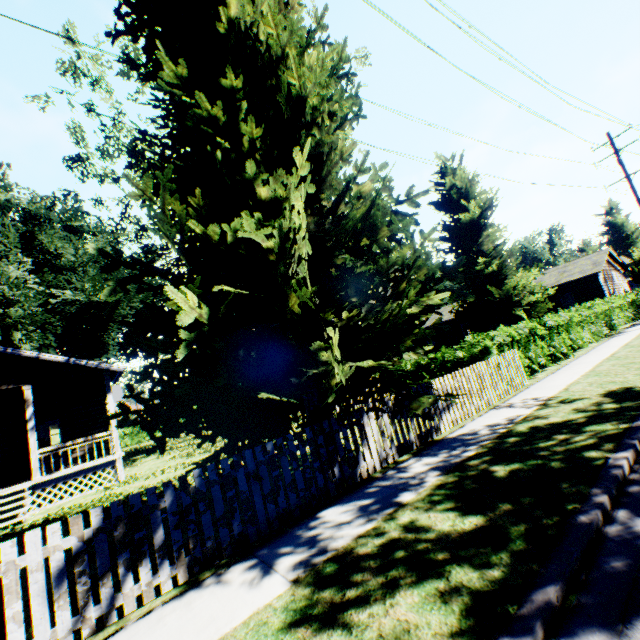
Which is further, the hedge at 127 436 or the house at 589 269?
the hedge at 127 436

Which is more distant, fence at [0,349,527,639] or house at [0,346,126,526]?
house at [0,346,126,526]

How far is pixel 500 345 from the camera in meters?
11.4

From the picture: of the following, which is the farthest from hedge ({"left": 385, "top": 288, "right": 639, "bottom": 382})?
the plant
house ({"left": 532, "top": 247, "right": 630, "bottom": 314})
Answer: the plant

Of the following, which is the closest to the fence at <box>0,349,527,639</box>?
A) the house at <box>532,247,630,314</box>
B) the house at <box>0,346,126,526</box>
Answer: the house at <box>0,346,126,526</box>

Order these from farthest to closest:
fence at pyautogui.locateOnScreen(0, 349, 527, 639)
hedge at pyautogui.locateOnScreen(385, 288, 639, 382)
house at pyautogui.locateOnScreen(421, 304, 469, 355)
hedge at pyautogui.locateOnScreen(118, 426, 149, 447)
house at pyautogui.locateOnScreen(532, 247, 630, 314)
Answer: house at pyautogui.locateOnScreen(421, 304, 469, 355) → hedge at pyautogui.locateOnScreen(118, 426, 149, 447) → house at pyautogui.locateOnScreen(532, 247, 630, 314) → hedge at pyautogui.locateOnScreen(385, 288, 639, 382) → fence at pyautogui.locateOnScreen(0, 349, 527, 639)

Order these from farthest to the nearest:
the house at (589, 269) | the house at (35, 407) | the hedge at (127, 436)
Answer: the hedge at (127, 436) → the house at (589, 269) → the house at (35, 407)

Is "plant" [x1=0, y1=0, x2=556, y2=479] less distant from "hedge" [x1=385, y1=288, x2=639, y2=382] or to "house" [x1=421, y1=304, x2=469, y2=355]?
"house" [x1=421, y1=304, x2=469, y2=355]
